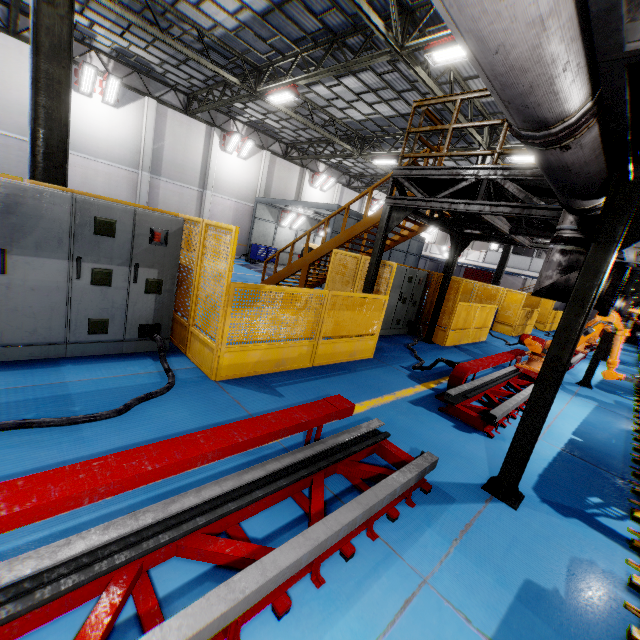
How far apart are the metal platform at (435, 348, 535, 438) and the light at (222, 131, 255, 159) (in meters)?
20.21

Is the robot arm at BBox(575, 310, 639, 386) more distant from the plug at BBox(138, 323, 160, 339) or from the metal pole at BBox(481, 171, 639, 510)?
the plug at BBox(138, 323, 160, 339)

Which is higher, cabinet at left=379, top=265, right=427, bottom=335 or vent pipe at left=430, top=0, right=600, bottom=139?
vent pipe at left=430, top=0, right=600, bottom=139

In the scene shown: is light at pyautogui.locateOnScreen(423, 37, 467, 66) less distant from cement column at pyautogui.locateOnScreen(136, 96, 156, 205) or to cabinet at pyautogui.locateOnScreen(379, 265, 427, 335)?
cabinet at pyautogui.locateOnScreen(379, 265, 427, 335)

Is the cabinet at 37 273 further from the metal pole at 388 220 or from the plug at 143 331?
the metal pole at 388 220

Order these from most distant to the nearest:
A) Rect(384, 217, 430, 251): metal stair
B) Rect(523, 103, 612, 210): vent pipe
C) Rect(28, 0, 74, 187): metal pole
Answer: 1. Rect(384, 217, 430, 251): metal stair
2. Rect(28, 0, 74, 187): metal pole
3. Rect(523, 103, 612, 210): vent pipe

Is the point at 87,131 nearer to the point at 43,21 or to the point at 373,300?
the point at 43,21

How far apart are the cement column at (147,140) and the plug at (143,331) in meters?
17.2 m
